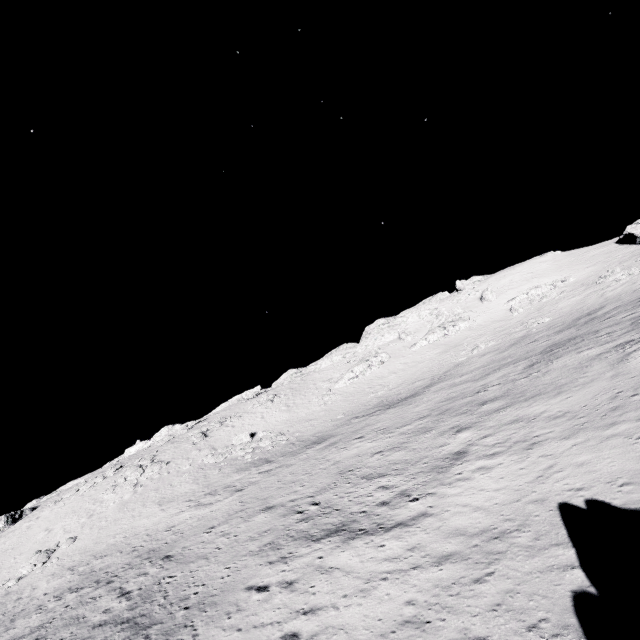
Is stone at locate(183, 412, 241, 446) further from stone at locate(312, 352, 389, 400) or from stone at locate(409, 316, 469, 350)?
stone at locate(409, 316, 469, 350)

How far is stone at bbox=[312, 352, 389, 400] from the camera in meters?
52.0

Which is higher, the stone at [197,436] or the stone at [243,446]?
the stone at [197,436]

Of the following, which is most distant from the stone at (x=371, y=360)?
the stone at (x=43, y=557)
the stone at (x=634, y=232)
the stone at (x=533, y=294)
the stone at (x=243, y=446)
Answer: the stone at (x=634, y=232)

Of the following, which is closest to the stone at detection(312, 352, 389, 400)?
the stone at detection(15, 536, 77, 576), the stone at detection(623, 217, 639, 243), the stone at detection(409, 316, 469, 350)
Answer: the stone at detection(409, 316, 469, 350)

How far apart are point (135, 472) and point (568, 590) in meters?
46.6

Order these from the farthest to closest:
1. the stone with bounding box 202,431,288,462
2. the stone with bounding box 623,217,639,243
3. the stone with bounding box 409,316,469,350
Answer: the stone with bounding box 409,316,469,350 → the stone with bounding box 623,217,639,243 → the stone with bounding box 202,431,288,462

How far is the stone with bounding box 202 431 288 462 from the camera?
39.2m
